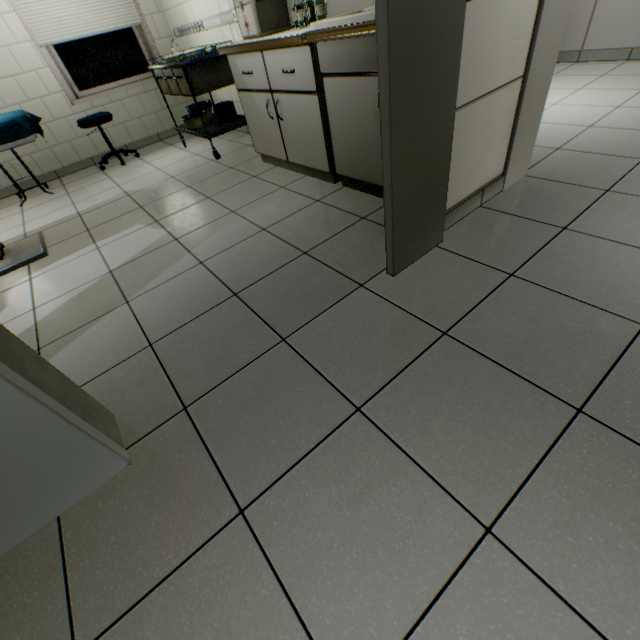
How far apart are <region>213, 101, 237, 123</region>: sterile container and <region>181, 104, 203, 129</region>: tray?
0.1 meters

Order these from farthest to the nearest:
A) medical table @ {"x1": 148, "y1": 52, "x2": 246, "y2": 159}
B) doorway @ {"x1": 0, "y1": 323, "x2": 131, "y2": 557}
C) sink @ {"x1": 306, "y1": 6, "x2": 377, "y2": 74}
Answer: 1. medical table @ {"x1": 148, "y1": 52, "x2": 246, "y2": 159}
2. sink @ {"x1": 306, "y1": 6, "x2": 377, "y2": 74}
3. doorway @ {"x1": 0, "y1": 323, "x2": 131, "y2": 557}

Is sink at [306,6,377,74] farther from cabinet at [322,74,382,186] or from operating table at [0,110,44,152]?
operating table at [0,110,44,152]

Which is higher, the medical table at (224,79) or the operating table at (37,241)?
the medical table at (224,79)

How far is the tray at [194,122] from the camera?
3.7m

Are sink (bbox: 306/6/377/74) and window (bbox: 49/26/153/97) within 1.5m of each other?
no

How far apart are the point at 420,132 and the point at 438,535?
1.4 meters

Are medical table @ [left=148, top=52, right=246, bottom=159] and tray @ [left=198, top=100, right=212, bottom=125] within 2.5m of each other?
yes
